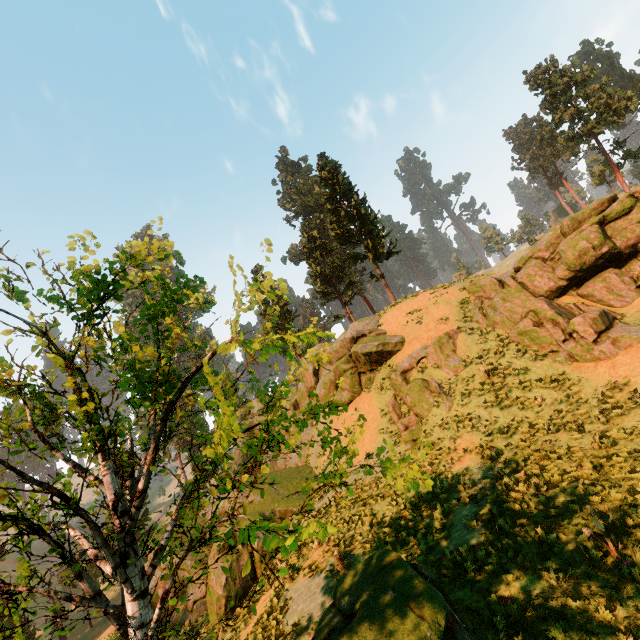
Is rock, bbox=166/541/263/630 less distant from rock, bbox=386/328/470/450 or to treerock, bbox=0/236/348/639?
rock, bbox=386/328/470/450

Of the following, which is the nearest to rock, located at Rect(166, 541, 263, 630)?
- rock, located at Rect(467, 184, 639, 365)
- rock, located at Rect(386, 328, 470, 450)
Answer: rock, located at Rect(386, 328, 470, 450)

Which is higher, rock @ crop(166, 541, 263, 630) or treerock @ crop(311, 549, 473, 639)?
treerock @ crop(311, 549, 473, 639)

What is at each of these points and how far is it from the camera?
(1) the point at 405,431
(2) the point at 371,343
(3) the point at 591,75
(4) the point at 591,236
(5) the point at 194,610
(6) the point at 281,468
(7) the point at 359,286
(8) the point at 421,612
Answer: (1) rock, 15.81m
(2) rock, 19.84m
(3) treerock, 35.97m
(4) rock, 15.14m
(5) rock, 17.22m
(6) rock, 26.94m
(7) treerock, 36.78m
(8) treerock, 5.41m

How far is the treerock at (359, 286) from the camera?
27.80m

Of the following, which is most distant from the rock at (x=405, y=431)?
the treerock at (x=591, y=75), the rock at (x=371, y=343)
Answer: the treerock at (x=591, y=75)

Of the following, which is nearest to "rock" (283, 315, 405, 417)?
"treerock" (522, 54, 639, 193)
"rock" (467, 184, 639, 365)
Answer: "treerock" (522, 54, 639, 193)
